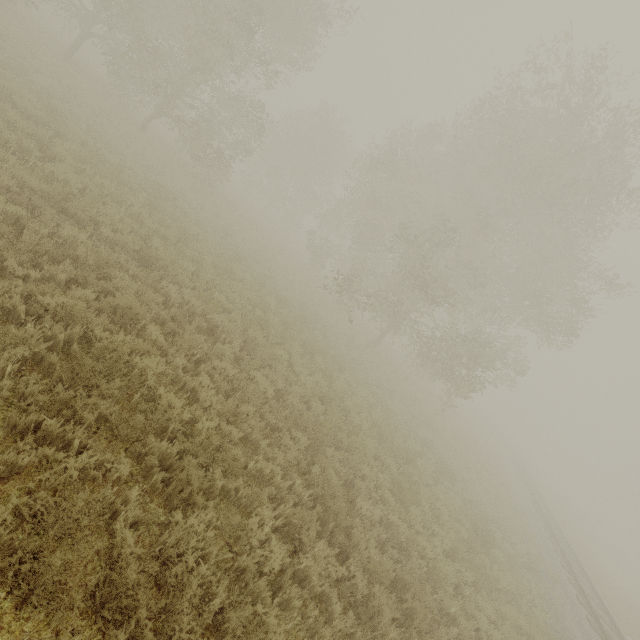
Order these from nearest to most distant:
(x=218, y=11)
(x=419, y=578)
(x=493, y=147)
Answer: (x=419, y=578) < (x=218, y=11) < (x=493, y=147)
